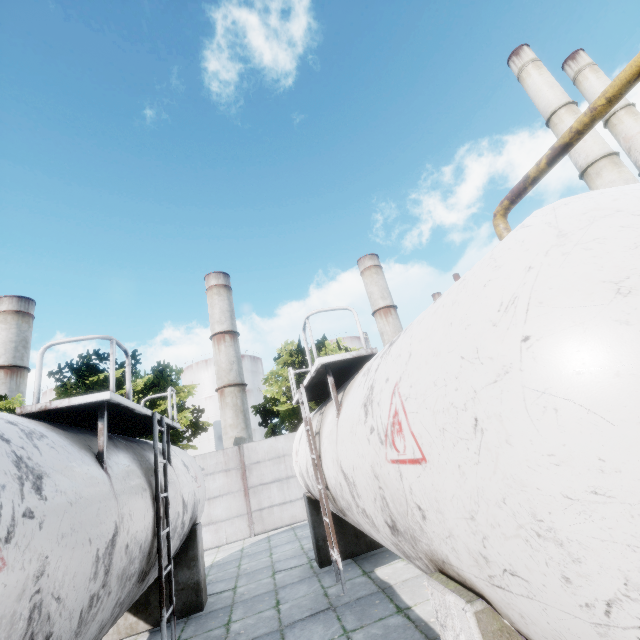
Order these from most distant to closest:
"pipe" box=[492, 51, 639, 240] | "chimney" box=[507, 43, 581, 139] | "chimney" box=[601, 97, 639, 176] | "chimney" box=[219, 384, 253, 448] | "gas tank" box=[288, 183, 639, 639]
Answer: "chimney" box=[219, 384, 253, 448] < "chimney" box=[601, 97, 639, 176] < "chimney" box=[507, 43, 581, 139] < "pipe" box=[492, 51, 639, 240] < "gas tank" box=[288, 183, 639, 639]

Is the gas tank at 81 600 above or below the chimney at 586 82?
below

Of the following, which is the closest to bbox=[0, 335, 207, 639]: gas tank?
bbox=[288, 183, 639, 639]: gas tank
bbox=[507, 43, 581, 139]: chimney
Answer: bbox=[288, 183, 639, 639]: gas tank

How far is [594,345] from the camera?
1.3 meters

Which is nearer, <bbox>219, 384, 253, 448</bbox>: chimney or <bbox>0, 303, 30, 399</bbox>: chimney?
<bbox>0, 303, 30, 399</bbox>: chimney

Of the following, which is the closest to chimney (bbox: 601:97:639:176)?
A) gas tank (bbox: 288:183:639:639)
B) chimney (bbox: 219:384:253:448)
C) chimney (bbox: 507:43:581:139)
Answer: chimney (bbox: 507:43:581:139)

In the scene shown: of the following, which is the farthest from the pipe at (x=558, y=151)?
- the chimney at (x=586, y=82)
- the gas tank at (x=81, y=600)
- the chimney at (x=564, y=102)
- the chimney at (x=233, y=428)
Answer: the chimney at (x=233, y=428)

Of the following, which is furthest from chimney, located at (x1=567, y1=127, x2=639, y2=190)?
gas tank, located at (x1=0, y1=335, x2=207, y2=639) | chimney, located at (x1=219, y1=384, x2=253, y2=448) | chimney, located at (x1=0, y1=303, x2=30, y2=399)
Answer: chimney, located at (x1=0, y1=303, x2=30, y2=399)
